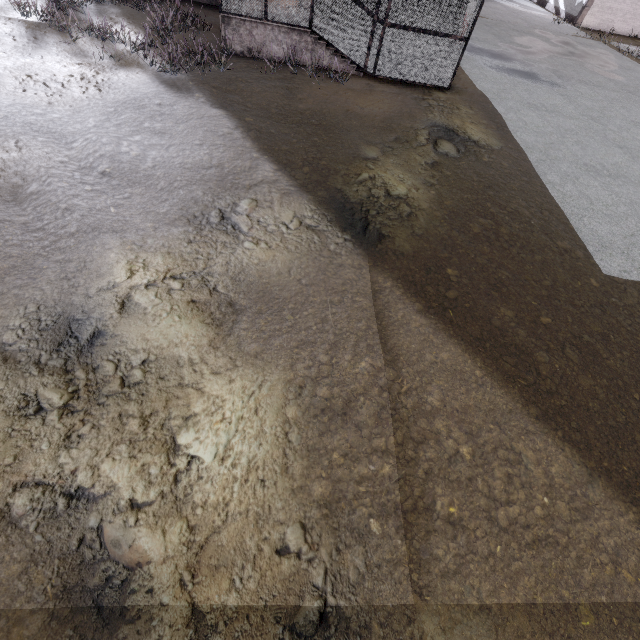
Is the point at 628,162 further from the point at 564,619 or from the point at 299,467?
the point at 299,467
